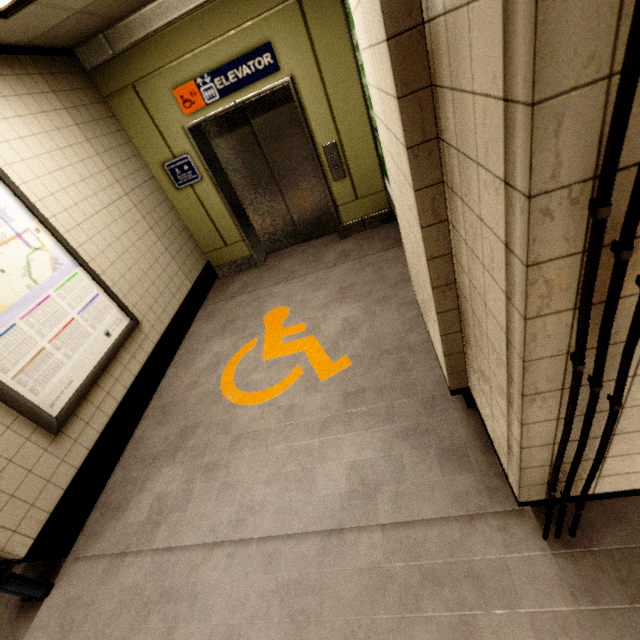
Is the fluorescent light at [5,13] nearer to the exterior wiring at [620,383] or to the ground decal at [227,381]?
the exterior wiring at [620,383]

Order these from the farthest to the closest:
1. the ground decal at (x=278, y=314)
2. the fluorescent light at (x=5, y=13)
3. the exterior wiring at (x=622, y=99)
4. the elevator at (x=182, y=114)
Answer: the elevator at (x=182, y=114) < the ground decal at (x=278, y=314) < the fluorescent light at (x=5, y=13) < the exterior wiring at (x=622, y=99)

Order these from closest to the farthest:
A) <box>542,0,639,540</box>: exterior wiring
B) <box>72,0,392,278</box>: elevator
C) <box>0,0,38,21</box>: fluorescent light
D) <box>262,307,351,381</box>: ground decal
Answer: <box>542,0,639,540</box>: exterior wiring
<box>0,0,38,21</box>: fluorescent light
<box>262,307,351,381</box>: ground decal
<box>72,0,392,278</box>: elevator

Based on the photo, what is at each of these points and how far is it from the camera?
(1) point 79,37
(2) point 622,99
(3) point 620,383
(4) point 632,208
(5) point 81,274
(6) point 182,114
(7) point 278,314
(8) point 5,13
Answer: (1) storm drain, 3.2 meters
(2) exterior wiring, 0.4 meters
(3) exterior wiring, 0.8 meters
(4) exterior wiring, 0.5 meters
(5) sign, 2.8 meters
(6) elevator, 3.8 meters
(7) ground decal, 3.7 meters
(8) fluorescent light, 2.2 meters

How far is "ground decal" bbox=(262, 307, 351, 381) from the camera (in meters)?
2.76

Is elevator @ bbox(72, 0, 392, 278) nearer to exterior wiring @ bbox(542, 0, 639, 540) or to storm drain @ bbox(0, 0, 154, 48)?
storm drain @ bbox(0, 0, 154, 48)

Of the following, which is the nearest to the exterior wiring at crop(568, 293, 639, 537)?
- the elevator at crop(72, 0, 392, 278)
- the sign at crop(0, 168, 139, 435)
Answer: the sign at crop(0, 168, 139, 435)

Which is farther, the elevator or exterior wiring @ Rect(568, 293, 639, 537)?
the elevator
